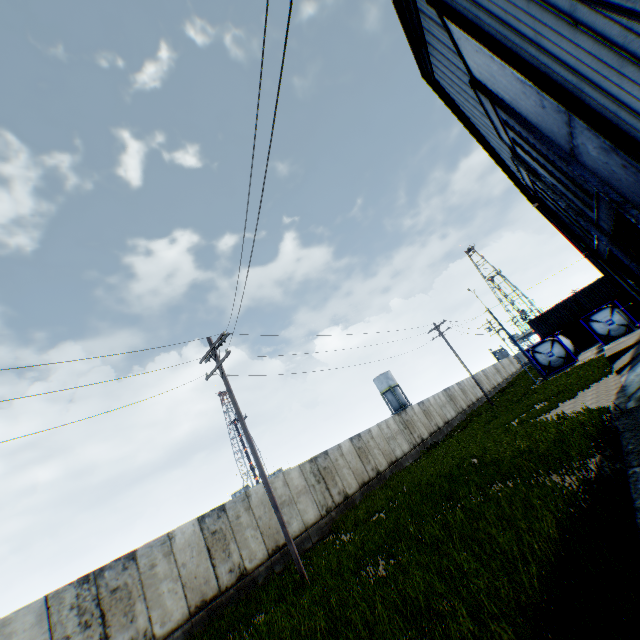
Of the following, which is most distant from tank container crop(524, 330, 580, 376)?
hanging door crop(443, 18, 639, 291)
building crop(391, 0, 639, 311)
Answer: hanging door crop(443, 18, 639, 291)

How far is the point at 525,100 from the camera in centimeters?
839cm

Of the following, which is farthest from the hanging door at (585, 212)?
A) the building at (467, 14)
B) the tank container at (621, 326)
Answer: the tank container at (621, 326)

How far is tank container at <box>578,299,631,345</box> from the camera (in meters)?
27.06

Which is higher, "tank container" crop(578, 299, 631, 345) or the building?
the building

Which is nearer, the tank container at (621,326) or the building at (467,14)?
the building at (467,14)
